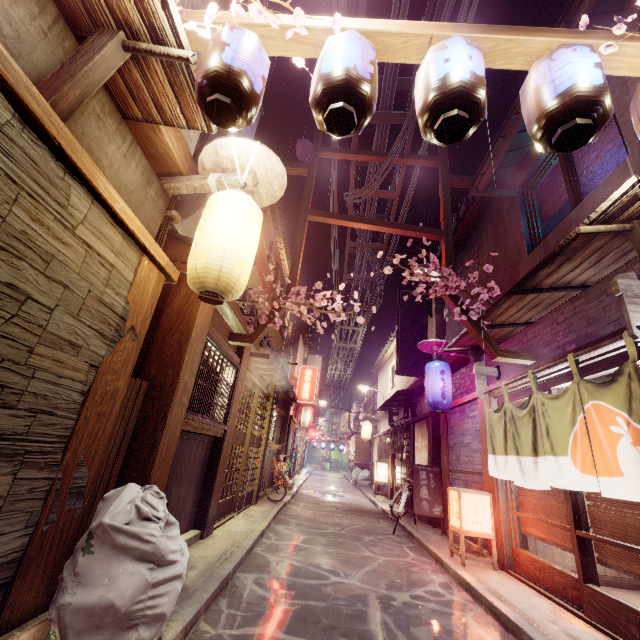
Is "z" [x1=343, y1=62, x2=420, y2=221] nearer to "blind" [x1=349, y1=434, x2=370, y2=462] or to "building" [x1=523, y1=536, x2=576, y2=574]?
"blind" [x1=349, y1=434, x2=370, y2=462]

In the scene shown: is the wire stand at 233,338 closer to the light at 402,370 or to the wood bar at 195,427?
the wood bar at 195,427

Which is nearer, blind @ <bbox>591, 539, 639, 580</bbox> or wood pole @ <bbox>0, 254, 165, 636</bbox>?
wood pole @ <bbox>0, 254, 165, 636</bbox>

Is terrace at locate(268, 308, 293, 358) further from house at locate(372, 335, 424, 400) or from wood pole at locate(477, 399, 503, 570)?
wood pole at locate(477, 399, 503, 570)

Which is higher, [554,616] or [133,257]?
[133,257]

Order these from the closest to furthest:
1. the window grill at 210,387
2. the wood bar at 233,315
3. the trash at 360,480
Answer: the window grill at 210,387, the wood bar at 233,315, the trash at 360,480

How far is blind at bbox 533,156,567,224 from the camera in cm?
984

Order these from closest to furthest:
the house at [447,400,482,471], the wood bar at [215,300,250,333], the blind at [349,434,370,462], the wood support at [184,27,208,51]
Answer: the wood support at [184,27,208,51] < the wood bar at [215,300,250,333] < the house at [447,400,482,471] < the blind at [349,434,370,462]
